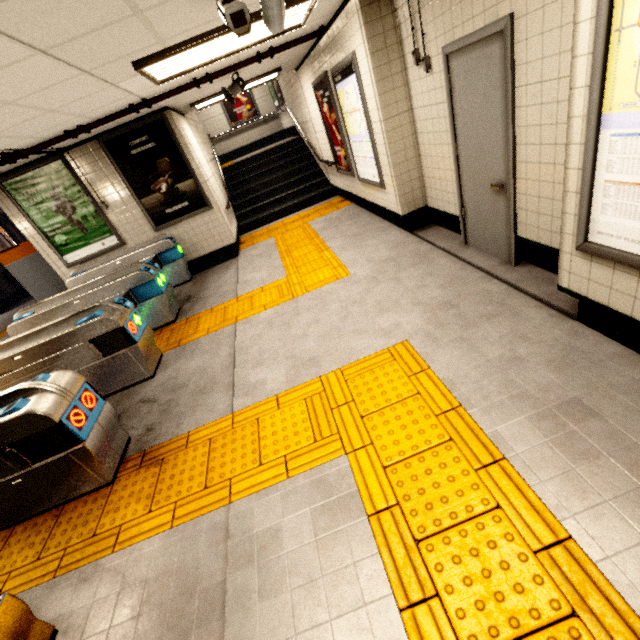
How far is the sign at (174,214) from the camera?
5.79m

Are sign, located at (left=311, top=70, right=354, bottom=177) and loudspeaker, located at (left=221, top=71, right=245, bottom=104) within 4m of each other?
yes

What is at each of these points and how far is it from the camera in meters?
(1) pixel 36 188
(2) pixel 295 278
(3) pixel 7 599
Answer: (1) sign, 5.9
(2) groundtactileadastrip, 5.2
(3) ticket barrier, 1.7

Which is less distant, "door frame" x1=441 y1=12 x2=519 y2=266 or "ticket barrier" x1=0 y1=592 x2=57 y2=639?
"ticket barrier" x1=0 y1=592 x2=57 y2=639

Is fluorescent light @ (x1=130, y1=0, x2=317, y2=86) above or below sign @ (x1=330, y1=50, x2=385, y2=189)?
above

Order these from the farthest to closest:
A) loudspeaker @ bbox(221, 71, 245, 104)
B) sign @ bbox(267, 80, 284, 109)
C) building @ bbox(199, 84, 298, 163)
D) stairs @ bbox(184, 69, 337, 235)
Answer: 1. building @ bbox(199, 84, 298, 163)
2. sign @ bbox(267, 80, 284, 109)
3. stairs @ bbox(184, 69, 337, 235)
4. loudspeaker @ bbox(221, 71, 245, 104)

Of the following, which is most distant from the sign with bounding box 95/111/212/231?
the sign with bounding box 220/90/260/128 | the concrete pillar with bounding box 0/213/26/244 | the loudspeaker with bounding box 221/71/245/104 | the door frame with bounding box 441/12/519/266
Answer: the concrete pillar with bounding box 0/213/26/244

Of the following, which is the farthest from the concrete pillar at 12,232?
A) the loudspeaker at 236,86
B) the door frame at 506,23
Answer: the door frame at 506,23
